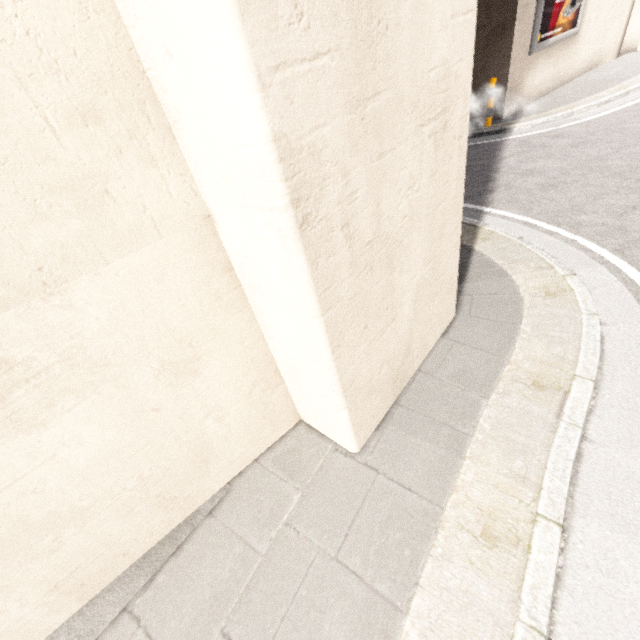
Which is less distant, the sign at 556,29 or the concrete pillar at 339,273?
the concrete pillar at 339,273

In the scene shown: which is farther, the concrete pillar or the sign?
the sign

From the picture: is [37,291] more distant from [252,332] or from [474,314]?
[474,314]
